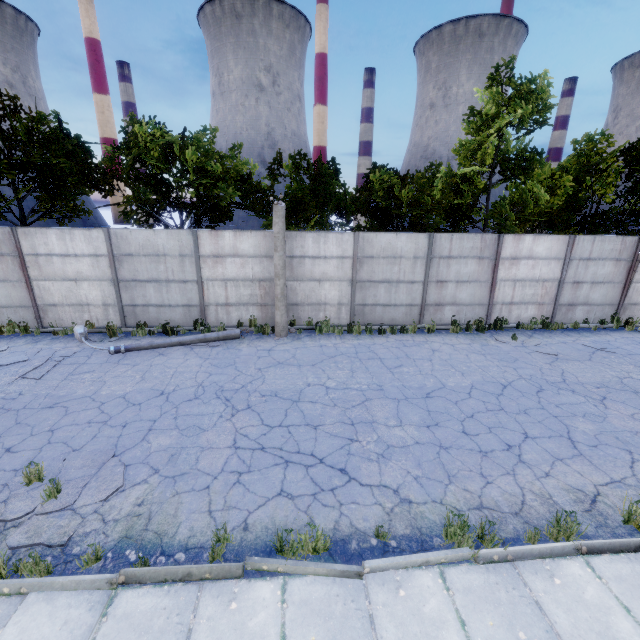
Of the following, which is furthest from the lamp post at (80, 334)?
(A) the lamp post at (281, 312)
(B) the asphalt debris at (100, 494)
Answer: (B) the asphalt debris at (100, 494)

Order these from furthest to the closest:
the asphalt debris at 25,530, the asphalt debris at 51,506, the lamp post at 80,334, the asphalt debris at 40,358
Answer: the lamp post at 80,334 < the asphalt debris at 40,358 < the asphalt debris at 51,506 < the asphalt debris at 25,530

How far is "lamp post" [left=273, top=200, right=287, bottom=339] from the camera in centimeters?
→ 1059cm

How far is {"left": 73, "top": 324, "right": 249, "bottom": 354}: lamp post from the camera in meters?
10.1 m

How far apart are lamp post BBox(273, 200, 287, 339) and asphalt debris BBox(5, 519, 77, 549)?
6.5m

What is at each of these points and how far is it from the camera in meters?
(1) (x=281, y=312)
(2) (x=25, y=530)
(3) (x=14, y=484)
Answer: (1) lamp post, 11.5
(2) asphalt debris, 4.5
(3) asphalt debris, 5.3

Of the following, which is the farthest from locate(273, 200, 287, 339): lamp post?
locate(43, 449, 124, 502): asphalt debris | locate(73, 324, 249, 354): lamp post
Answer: locate(43, 449, 124, 502): asphalt debris
